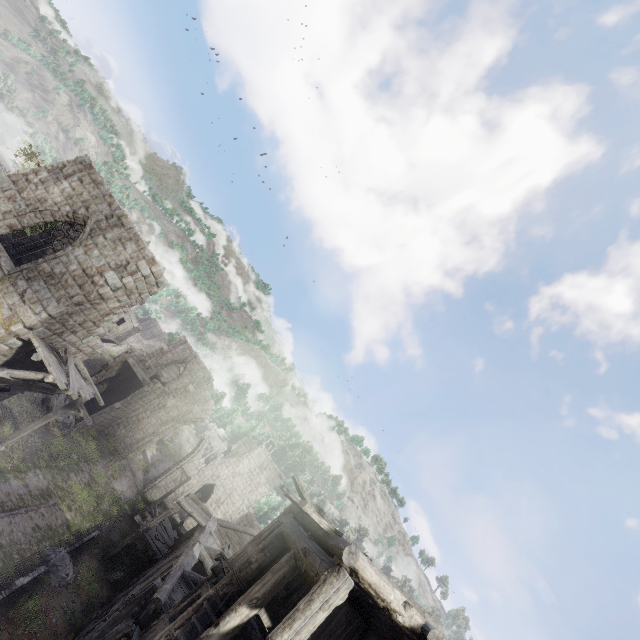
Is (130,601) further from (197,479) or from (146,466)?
(146,466)

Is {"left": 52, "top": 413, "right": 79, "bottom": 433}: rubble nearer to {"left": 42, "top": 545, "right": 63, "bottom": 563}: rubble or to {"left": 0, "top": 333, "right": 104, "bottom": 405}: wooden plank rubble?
{"left": 42, "top": 545, "right": 63, "bottom": 563}: rubble

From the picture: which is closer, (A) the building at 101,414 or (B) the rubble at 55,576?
(B) the rubble at 55,576

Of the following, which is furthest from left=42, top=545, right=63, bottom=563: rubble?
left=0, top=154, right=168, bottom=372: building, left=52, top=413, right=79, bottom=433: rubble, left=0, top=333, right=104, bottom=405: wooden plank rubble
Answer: left=52, top=413, right=79, bottom=433: rubble

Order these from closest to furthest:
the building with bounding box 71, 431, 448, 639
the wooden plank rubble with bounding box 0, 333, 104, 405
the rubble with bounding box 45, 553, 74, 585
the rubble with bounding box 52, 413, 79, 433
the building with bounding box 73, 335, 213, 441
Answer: the building with bounding box 71, 431, 448, 639 → the wooden plank rubble with bounding box 0, 333, 104, 405 → the rubble with bounding box 45, 553, 74, 585 → the rubble with bounding box 52, 413, 79, 433 → the building with bounding box 73, 335, 213, 441

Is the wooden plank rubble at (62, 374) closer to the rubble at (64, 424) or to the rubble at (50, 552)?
the rubble at (50, 552)

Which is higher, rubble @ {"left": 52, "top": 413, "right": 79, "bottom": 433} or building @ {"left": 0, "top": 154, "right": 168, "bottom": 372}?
building @ {"left": 0, "top": 154, "right": 168, "bottom": 372}

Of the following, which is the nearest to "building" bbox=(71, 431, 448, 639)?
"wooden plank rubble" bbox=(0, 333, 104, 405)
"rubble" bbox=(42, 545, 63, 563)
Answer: "wooden plank rubble" bbox=(0, 333, 104, 405)
